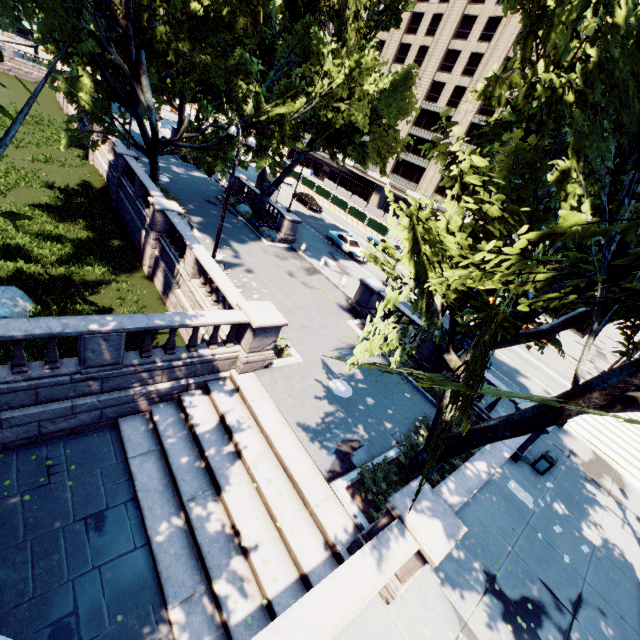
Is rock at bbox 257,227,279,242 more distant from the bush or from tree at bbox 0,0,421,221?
the bush

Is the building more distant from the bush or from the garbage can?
the bush

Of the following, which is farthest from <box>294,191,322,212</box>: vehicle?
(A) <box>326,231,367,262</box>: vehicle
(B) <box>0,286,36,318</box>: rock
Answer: (B) <box>0,286,36,318</box>: rock

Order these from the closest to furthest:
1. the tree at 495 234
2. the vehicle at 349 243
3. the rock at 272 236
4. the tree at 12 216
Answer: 1. the tree at 12 216
2. the tree at 495 234
3. the rock at 272 236
4. the vehicle at 349 243

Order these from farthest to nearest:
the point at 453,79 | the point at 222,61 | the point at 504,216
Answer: the point at 453,79 < the point at 222,61 < the point at 504,216

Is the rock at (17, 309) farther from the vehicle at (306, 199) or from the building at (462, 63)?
the building at (462, 63)

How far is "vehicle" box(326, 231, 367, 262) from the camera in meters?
29.6 m

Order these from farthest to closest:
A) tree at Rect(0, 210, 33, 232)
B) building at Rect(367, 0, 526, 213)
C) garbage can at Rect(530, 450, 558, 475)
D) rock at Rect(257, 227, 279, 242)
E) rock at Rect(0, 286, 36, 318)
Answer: building at Rect(367, 0, 526, 213)
rock at Rect(257, 227, 279, 242)
garbage can at Rect(530, 450, 558, 475)
rock at Rect(0, 286, 36, 318)
tree at Rect(0, 210, 33, 232)
